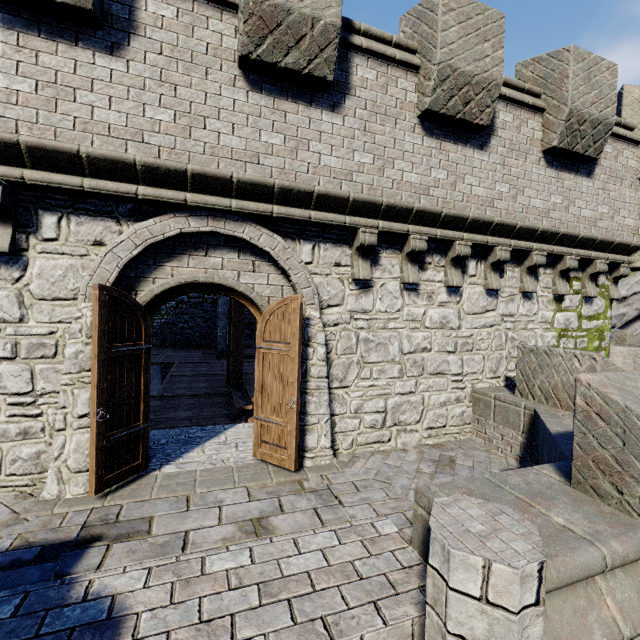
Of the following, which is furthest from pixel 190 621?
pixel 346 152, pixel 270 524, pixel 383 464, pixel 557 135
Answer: pixel 557 135

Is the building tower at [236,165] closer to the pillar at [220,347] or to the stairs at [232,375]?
the stairs at [232,375]

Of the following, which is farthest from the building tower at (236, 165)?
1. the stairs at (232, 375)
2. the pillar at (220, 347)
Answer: the pillar at (220, 347)

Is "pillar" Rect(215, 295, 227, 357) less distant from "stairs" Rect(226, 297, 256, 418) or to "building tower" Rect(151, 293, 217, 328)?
"building tower" Rect(151, 293, 217, 328)

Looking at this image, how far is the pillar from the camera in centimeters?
1652cm

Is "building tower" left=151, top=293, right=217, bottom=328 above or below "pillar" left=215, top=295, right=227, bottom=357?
above

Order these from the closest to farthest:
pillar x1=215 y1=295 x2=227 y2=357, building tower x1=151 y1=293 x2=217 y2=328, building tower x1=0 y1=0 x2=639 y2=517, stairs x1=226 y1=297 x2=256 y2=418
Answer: building tower x1=0 y1=0 x2=639 y2=517
stairs x1=226 y1=297 x2=256 y2=418
pillar x1=215 y1=295 x2=227 y2=357
building tower x1=151 y1=293 x2=217 y2=328
